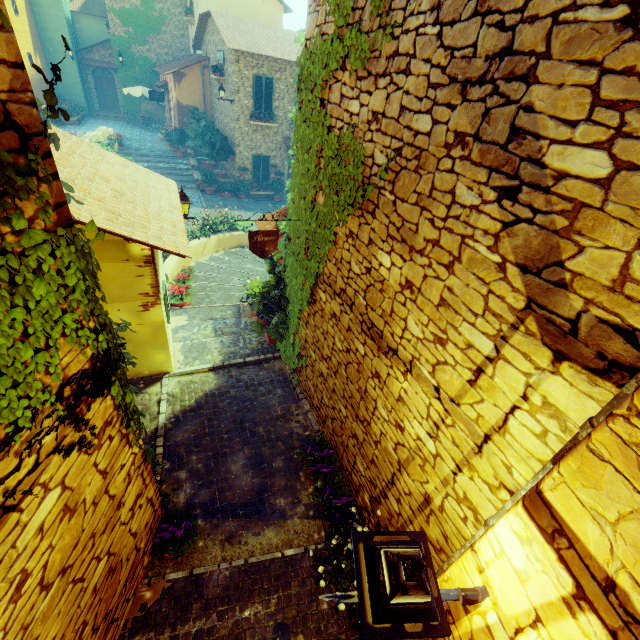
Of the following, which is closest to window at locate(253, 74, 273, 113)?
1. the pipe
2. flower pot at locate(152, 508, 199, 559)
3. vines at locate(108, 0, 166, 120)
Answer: vines at locate(108, 0, 166, 120)

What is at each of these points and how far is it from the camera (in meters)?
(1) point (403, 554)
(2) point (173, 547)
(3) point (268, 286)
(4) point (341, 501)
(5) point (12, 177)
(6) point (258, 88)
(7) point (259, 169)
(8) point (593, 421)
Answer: (1) sign post, 1.39
(2) flower pot, 3.90
(3) flower pot, 7.17
(4) flower pot, 4.59
(5) vines, 1.42
(6) window, 16.91
(7) window, 19.33
(8) pipe, 1.40

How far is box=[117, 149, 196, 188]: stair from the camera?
19.0m

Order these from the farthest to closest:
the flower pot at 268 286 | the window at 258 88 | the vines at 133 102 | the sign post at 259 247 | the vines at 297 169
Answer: the vines at 133 102, the window at 258 88, the flower pot at 268 286, the sign post at 259 247, the vines at 297 169

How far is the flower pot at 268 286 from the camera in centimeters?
668cm

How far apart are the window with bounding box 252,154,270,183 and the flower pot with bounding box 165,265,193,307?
12.68m

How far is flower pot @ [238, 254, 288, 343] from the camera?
6.7 meters

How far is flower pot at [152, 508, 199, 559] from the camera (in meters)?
3.97
